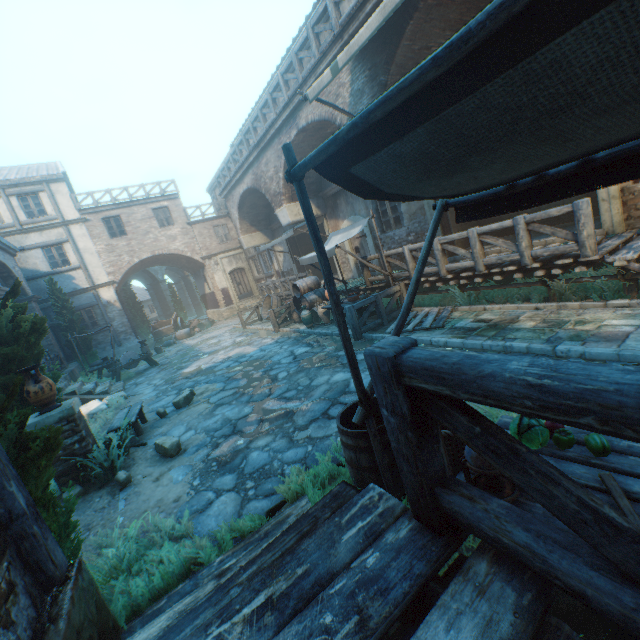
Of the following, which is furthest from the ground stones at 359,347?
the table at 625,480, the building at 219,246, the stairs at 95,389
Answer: the table at 625,480

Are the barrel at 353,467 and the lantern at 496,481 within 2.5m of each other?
yes

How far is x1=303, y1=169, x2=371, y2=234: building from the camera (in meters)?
12.76

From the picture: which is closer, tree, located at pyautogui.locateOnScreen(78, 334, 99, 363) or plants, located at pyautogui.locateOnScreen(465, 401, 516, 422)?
plants, located at pyautogui.locateOnScreen(465, 401, 516, 422)

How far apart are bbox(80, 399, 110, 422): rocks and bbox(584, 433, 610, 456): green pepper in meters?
10.8

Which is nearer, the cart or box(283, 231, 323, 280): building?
box(283, 231, 323, 280): building

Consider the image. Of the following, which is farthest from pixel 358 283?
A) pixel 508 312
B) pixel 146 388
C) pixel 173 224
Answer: pixel 173 224

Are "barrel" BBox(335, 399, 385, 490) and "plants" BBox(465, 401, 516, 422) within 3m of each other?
yes
